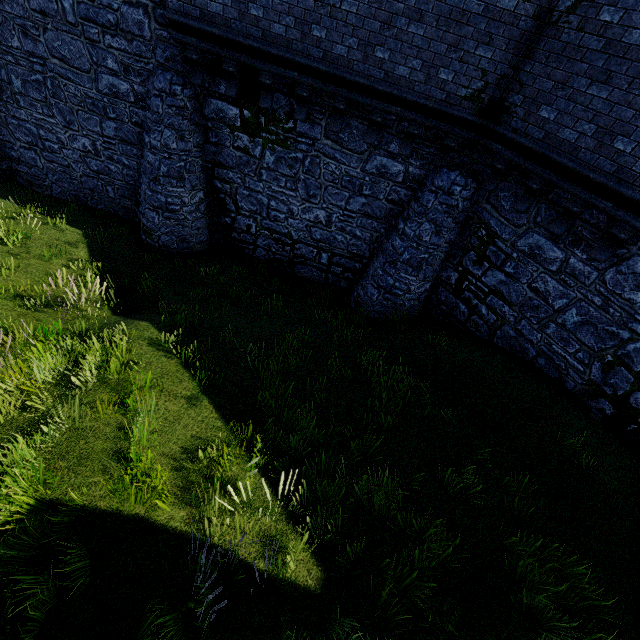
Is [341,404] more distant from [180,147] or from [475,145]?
[180,147]
